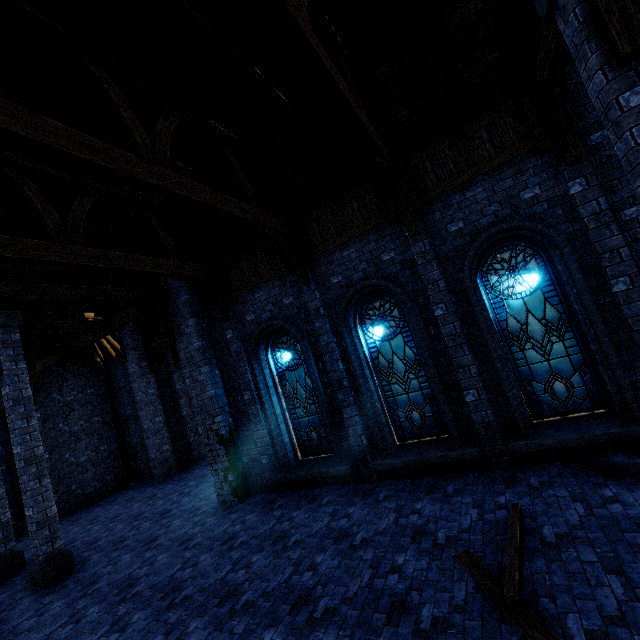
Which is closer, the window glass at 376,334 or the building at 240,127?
the building at 240,127

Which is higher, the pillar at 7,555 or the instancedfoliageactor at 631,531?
the pillar at 7,555

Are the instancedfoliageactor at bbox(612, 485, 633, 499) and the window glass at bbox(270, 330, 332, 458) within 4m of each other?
no

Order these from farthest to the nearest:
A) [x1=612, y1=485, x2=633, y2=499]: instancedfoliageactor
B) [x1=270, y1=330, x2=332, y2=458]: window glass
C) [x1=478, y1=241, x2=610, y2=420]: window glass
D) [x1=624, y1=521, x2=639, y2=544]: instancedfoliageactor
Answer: [x1=270, y1=330, x2=332, y2=458]: window glass, [x1=478, y1=241, x2=610, y2=420]: window glass, [x1=612, y1=485, x2=633, y2=499]: instancedfoliageactor, [x1=624, y1=521, x2=639, y2=544]: instancedfoliageactor

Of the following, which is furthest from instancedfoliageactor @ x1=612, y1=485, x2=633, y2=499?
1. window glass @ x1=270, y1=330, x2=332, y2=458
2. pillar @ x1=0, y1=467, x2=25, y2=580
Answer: pillar @ x1=0, y1=467, x2=25, y2=580

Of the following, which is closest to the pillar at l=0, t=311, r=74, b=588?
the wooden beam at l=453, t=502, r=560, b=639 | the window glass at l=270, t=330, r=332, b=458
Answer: the window glass at l=270, t=330, r=332, b=458

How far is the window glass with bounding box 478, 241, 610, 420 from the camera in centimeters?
635cm

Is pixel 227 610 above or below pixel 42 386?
below
